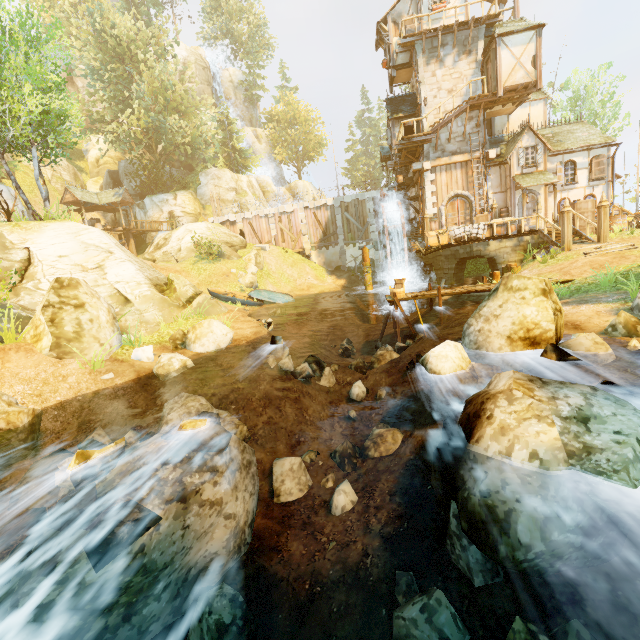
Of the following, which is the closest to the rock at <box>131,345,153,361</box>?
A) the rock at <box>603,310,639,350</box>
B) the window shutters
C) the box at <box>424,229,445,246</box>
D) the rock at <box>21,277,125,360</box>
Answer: the rock at <box>21,277,125,360</box>

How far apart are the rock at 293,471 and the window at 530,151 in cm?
2202

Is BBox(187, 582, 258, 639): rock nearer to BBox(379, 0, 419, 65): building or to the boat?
the boat

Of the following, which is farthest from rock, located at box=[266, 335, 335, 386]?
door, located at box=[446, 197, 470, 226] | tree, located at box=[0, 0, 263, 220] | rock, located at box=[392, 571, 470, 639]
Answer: door, located at box=[446, 197, 470, 226]

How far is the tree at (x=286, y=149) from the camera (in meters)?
53.03

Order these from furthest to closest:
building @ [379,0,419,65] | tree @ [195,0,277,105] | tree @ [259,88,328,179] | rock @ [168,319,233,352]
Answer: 1. tree @ [259,88,328,179]
2. tree @ [195,0,277,105]
3. building @ [379,0,419,65]
4. rock @ [168,319,233,352]

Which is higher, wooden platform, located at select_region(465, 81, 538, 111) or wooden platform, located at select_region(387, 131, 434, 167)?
wooden platform, located at select_region(465, 81, 538, 111)

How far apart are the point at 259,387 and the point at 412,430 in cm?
433
